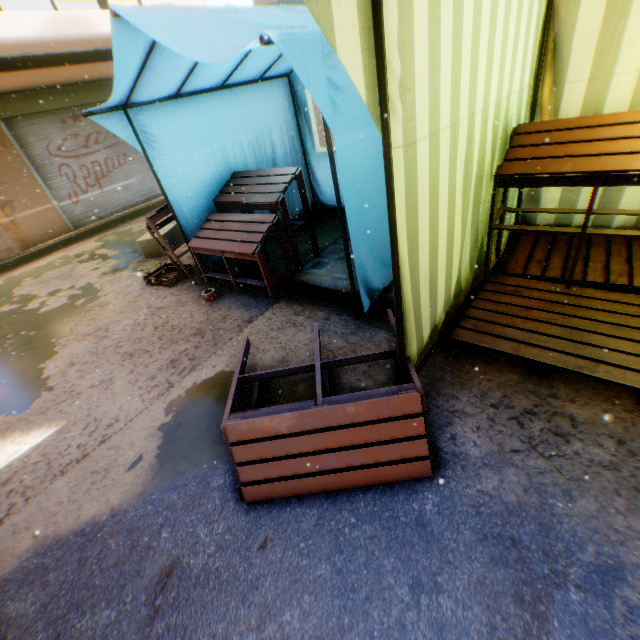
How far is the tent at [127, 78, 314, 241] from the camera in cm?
375

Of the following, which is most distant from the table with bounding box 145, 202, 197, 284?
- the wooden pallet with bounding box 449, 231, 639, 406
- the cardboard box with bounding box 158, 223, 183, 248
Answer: the cardboard box with bounding box 158, 223, 183, 248

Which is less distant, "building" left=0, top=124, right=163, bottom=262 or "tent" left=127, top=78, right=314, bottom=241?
"tent" left=127, top=78, right=314, bottom=241

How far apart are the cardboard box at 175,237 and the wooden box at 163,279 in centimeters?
87cm

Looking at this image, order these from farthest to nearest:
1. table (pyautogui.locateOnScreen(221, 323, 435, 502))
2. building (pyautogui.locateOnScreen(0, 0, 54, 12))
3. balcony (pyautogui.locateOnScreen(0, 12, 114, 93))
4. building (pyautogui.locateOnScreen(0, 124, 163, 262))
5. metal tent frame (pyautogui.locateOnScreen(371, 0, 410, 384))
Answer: building (pyautogui.locateOnScreen(0, 0, 54, 12)) → building (pyautogui.locateOnScreen(0, 124, 163, 262)) → balcony (pyautogui.locateOnScreen(0, 12, 114, 93)) → table (pyautogui.locateOnScreen(221, 323, 435, 502)) → metal tent frame (pyautogui.locateOnScreen(371, 0, 410, 384))

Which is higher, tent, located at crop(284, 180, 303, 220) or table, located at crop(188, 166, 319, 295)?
table, located at crop(188, 166, 319, 295)

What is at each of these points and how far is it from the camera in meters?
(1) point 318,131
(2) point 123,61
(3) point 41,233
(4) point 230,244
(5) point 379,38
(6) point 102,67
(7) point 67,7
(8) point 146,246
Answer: (1) building, 4.7 m
(2) tent, 2.5 m
(3) building, 8.5 m
(4) table, 3.7 m
(5) metal tent frame, 1.2 m
(6) balcony, 7.1 m
(7) building, 11.2 m
(8) cardboard box, 6.3 m

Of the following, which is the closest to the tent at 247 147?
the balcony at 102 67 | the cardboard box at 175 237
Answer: the balcony at 102 67
